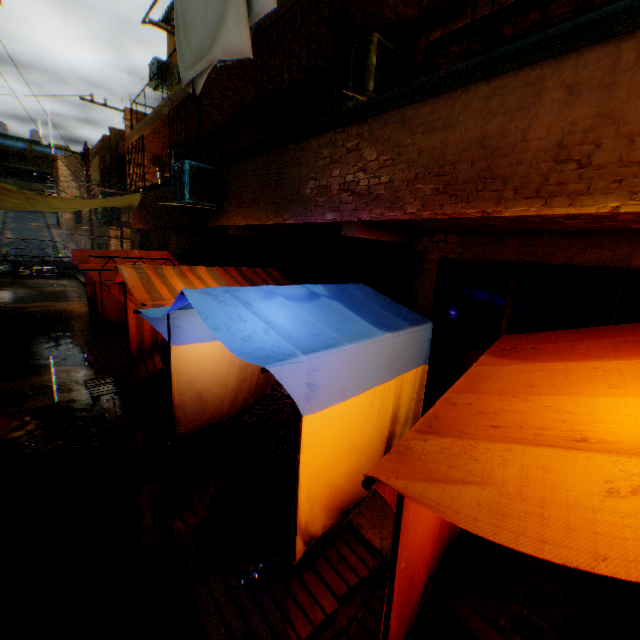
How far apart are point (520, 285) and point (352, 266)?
2.9m

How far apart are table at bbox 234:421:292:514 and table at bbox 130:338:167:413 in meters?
2.6

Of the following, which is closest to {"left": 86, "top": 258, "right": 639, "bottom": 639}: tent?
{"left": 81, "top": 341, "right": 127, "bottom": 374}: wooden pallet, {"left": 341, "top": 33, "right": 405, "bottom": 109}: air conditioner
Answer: {"left": 81, "top": 341, "right": 127, "bottom": 374}: wooden pallet

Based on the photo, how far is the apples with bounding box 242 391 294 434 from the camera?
3.70m

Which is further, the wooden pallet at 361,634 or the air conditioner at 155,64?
the air conditioner at 155,64

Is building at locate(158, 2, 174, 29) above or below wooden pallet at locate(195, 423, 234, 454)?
above

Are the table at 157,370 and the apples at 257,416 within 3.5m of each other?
→ yes

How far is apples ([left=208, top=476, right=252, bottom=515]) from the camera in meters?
3.6 m
